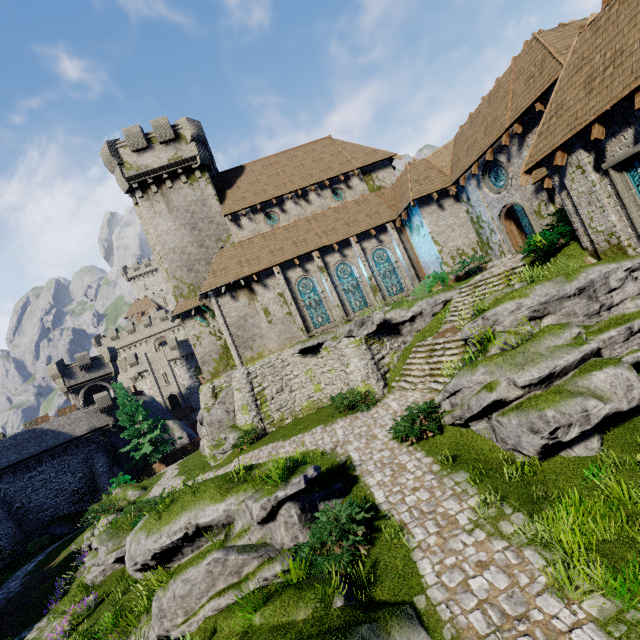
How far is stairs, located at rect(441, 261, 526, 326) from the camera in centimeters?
1489cm

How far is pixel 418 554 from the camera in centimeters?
650cm

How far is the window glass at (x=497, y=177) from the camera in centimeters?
1773cm

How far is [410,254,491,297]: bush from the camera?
19.3 meters

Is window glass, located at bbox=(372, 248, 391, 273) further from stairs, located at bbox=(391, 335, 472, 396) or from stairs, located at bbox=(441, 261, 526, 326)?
stairs, located at bbox=(391, 335, 472, 396)

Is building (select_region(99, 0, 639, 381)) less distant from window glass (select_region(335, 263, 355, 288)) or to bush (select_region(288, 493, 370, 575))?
window glass (select_region(335, 263, 355, 288))

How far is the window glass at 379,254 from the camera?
23.7m

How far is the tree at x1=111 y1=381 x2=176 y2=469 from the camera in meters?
31.9
